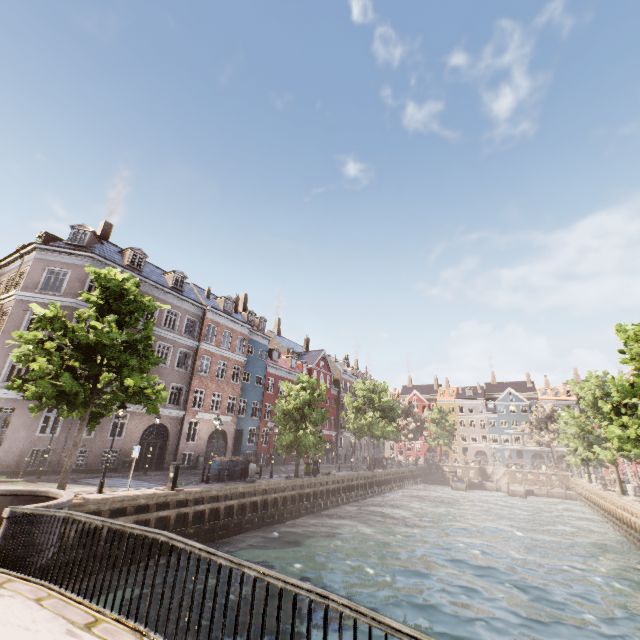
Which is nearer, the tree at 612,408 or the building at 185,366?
the tree at 612,408

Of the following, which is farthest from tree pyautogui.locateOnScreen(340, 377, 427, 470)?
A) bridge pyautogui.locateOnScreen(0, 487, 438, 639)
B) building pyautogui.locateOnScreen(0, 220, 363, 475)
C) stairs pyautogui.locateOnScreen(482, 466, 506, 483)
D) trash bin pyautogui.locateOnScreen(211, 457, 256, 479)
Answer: stairs pyautogui.locateOnScreen(482, 466, 506, 483)

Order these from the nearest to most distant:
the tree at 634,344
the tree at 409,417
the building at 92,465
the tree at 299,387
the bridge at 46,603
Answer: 1. the bridge at 46,603
2. the tree at 634,344
3. the building at 92,465
4. the tree at 299,387
5. the tree at 409,417

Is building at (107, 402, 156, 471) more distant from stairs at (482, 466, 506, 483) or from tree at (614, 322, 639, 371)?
stairs at (482, 466, 506, 483)

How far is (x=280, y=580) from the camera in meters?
3.2

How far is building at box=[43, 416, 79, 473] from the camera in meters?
18.9

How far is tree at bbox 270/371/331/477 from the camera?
24.3 meters
